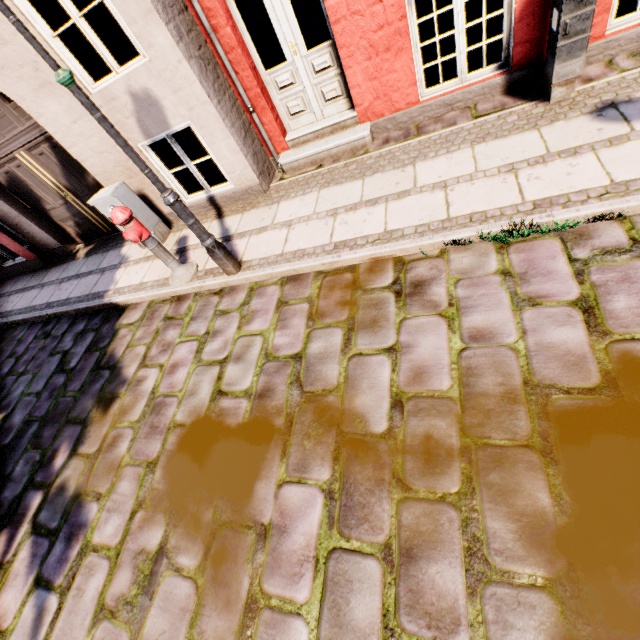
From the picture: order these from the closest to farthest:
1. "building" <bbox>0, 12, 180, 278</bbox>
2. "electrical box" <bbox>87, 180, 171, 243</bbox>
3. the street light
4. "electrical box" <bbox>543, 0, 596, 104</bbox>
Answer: the street light → "electrical box" <bbox>543, 0, 596, 104</bbox> → "building" <bbox>0, 12, 180, 278</bbox> → "electrical box" <bbox>87, 180, 171, 243</bbox>

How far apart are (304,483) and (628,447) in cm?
209

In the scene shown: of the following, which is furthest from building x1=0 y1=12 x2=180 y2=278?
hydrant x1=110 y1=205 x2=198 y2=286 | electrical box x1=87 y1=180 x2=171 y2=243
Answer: hydrant x1=110 y1=205 x2=198 y2=286

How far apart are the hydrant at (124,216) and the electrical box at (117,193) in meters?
1.1 m

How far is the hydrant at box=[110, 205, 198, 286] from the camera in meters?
3.9

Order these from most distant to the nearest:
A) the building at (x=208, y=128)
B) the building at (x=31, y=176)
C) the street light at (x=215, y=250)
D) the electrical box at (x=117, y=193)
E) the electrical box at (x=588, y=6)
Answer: the electrical box at (x=117, y=193), the building at (x=31, y=176), the building at (x=208, y=128), the electrical box at (x=588, y=6), the street light at (x=215, y=250)

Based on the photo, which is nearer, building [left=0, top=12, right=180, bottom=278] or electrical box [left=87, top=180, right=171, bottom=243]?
building [left=0, top=12, right=180, bottom=278]
